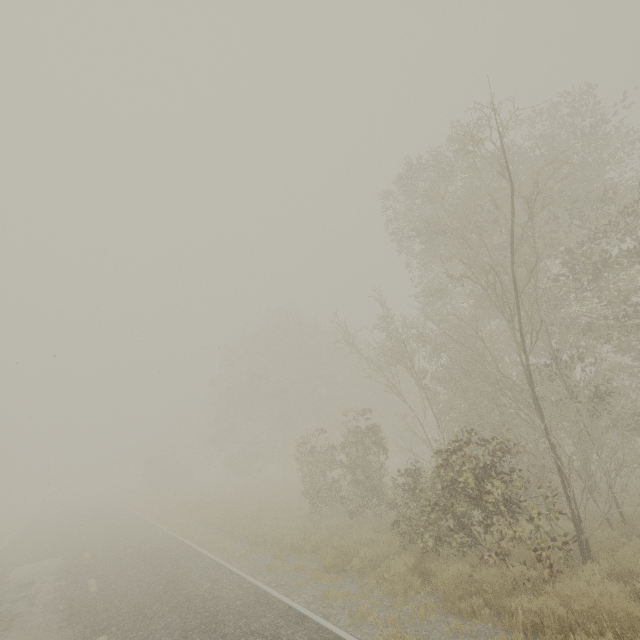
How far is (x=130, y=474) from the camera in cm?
5681
